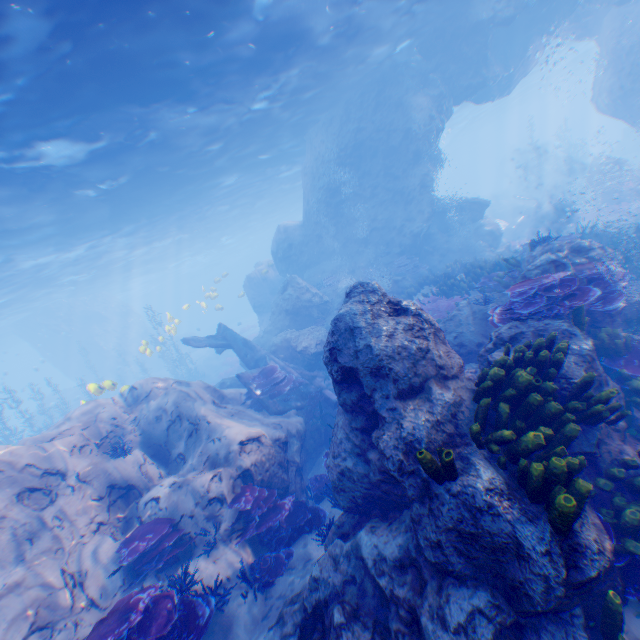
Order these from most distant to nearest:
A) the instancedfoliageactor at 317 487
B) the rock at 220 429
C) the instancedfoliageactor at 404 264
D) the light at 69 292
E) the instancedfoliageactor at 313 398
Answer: the instancedfoliageactor at 404 264, the instancedfoliageactor at 313 398, the light at 69 292, the instancedfoliageactor at 317 487, the rock at 220 429

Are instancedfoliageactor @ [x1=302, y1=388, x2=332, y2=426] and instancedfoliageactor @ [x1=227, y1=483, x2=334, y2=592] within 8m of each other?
yes

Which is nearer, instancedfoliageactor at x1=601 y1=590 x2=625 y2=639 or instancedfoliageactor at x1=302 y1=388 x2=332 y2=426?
instancedfoliageactor at x1=601 y1=590 x2=625 y2=639

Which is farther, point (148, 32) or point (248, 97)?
point (248, 97)

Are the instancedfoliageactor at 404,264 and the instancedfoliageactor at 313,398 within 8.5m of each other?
no

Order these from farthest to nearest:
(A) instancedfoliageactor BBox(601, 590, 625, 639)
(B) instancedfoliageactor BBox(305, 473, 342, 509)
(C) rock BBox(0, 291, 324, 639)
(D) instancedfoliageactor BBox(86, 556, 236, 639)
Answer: (B) instancedfoliageactor BBox(305, 473, 342, 509) < (C) rock BBox(0, 291, 324, 639) < (D) instancedfoliageactor BBox(86, 556, 236, 639) < (A) instancedfoliageactor BBox(601, 590, 625, 639)

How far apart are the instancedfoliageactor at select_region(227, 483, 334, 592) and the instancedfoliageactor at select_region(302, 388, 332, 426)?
3.93m

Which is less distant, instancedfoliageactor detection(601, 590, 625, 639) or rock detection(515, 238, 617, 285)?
instancedfoliageactor detection(601, 590, 625, 639)
